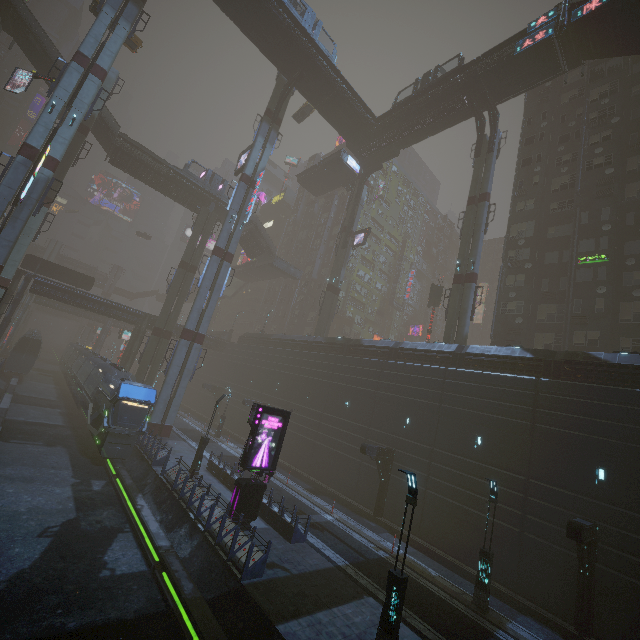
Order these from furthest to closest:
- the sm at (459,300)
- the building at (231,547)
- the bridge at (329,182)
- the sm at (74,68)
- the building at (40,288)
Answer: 1. the bridge at (329,182)
2. the building at (40,288)
3. the sm at (459,300)
4. the sm at (74,68)
5. the building at (231,547)

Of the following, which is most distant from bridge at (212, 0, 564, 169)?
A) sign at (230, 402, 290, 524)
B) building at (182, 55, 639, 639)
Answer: sign at (230, 402, 290, 524)

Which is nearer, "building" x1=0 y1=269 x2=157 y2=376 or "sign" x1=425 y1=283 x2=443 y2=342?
"building" x1=0 y1=269 x2=157 y2=376

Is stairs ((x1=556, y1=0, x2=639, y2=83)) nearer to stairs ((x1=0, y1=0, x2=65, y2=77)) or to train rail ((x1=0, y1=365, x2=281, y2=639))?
train rail ((x1=0, y1=365, x2=281, y2=639))

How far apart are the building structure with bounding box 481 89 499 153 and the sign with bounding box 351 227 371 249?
15.48m

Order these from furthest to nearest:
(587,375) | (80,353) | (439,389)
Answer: (80,353), (439,389), (587,375)

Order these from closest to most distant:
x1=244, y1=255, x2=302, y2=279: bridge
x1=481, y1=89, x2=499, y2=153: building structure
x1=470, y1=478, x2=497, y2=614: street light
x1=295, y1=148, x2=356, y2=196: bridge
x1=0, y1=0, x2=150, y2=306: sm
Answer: x1=470, y1=478, x2=497, y2=614: street light → x1=0, y1=0, x2=150, y2=306: sm → x1=481, y1=89, x2=499, y2=153: building structure → x1=295, y1=148, x2=356, y2=196: bridge → x1=244, y1=255, x2=302, y2=279: bridge

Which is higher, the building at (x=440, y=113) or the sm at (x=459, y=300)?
the building at (x=440, y=113)
